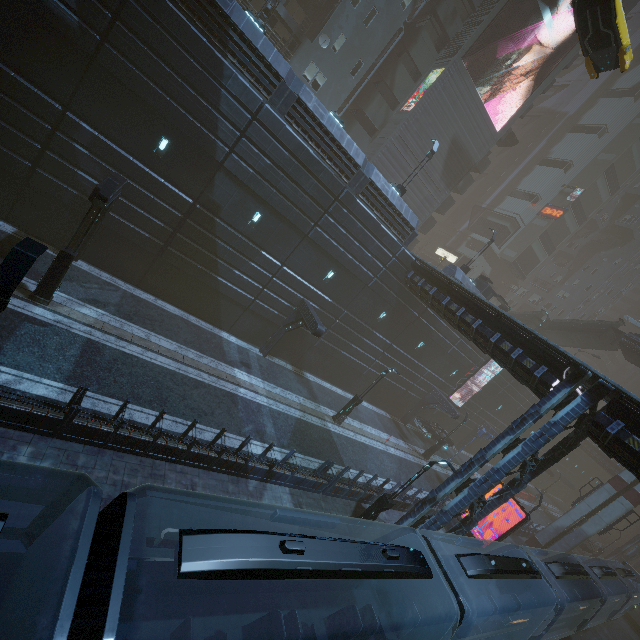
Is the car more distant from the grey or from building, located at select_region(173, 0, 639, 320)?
the grey

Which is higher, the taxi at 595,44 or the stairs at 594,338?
the taxi at 595,44

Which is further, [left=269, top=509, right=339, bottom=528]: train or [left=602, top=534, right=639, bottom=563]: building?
[left=602, top=534, right=639, bottom=563]: building

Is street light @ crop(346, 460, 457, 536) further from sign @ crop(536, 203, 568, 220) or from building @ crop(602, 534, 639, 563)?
sign @ crop(536, 203, 568, 220)

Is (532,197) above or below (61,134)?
above

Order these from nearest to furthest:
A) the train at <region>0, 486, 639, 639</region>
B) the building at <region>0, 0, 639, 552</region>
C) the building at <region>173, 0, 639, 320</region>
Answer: the train at <region>0, 486, 639, 639</region>
the building at <region>0, 0, 639, 552</region>
the building at <region>173, 0, 639, 320</region>

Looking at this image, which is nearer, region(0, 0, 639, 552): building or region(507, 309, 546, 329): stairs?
region(0, 0, 639, 552): building

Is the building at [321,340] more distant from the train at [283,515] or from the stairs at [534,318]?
the train at [283,515]
